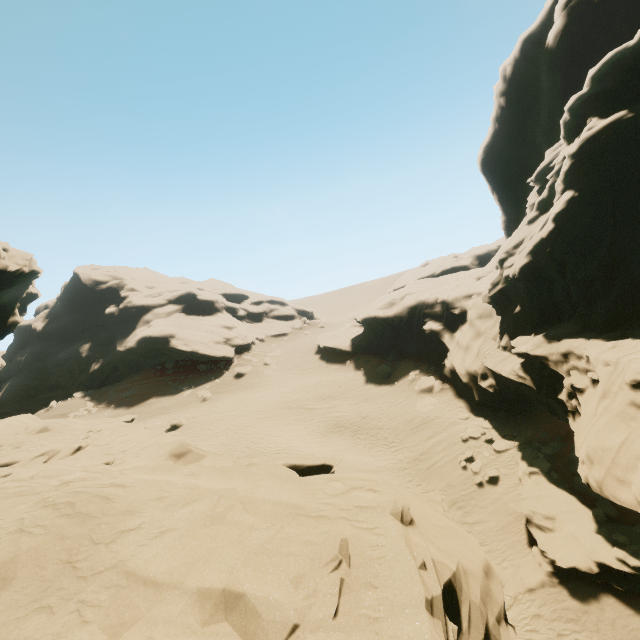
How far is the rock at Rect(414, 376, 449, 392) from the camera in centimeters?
2473cm

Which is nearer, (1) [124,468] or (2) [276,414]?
(1) [124,468]

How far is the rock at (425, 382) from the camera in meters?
24.7 m

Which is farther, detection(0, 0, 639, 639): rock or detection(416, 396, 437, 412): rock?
detection(416, 396, 437, 412): rock

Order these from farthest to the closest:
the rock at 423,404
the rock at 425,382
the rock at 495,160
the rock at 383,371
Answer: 1. the rock at 383,371
2. the rock at 425,382
3. the rock at 423,404
4. the rock at 495,160

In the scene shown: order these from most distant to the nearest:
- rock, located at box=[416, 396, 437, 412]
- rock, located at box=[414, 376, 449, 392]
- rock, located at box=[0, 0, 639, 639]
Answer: rock, located at box=[414, 376, 449, 392] → rock, located at box=[416, 396, 437, 412] → rock, located at box=[0, 0, 639, 639]
